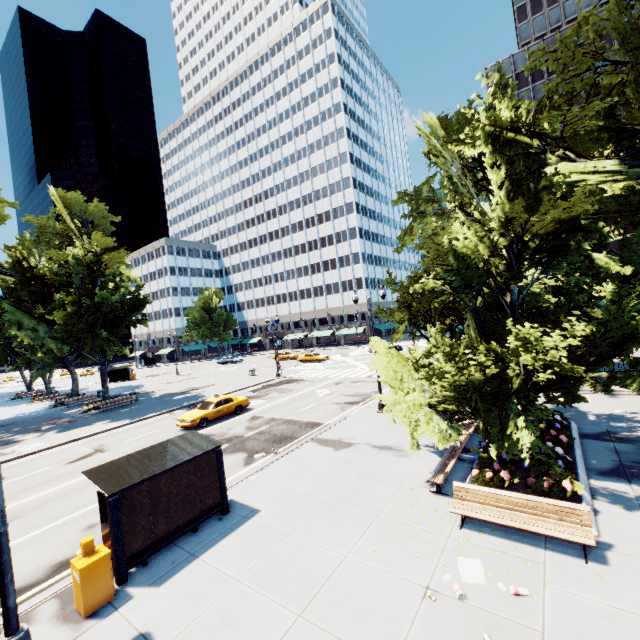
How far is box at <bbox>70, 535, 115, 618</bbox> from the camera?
7.0m

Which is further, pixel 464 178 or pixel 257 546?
pixel 464 178

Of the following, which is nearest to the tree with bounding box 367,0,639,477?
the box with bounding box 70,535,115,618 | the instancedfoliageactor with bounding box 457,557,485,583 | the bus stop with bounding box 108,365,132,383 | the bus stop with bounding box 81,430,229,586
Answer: the instancedfoliageactor with bounding box 457,557,485,583

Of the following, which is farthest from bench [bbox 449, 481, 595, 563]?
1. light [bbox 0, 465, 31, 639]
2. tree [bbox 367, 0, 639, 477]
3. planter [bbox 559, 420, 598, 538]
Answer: light [bbox 0, 465, 31, 639]

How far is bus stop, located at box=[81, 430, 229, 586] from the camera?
8.0 meters

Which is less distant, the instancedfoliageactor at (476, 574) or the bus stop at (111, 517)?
the instancedfoliageactor at (476, 574)

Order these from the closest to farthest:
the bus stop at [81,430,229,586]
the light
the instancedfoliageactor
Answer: the light, the instancedfoliageactor, the bus stop at [81,430,229,586]

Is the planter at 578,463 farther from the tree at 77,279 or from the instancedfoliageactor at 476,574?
the instancedfoliageactor at 476,574
